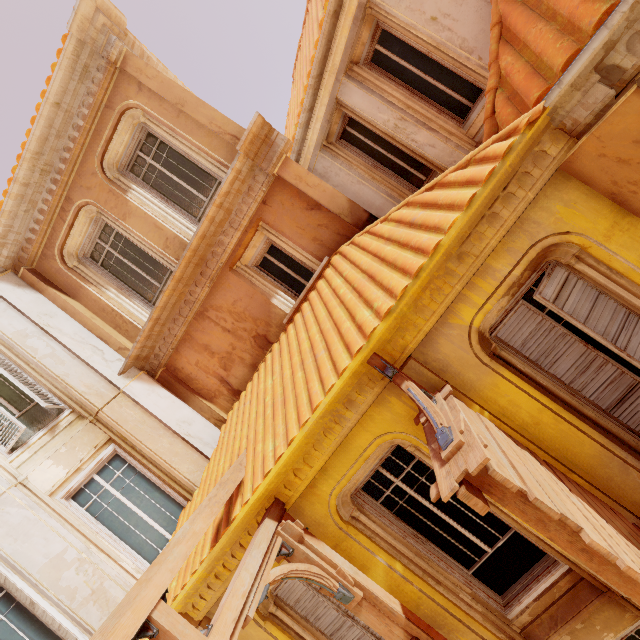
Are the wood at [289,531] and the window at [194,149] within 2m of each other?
no

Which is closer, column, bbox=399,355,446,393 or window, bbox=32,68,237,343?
column, bbox=399,355,446,393

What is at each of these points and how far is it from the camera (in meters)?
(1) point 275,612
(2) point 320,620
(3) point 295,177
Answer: (1) window, 5.02
(2) shutter, 5.05
(3) column, 5.96

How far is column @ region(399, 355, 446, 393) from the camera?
3.79m

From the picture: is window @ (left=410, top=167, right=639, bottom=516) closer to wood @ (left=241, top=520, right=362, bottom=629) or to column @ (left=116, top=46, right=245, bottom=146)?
wood @ (left=241, top=520, right=362, bottom=629)

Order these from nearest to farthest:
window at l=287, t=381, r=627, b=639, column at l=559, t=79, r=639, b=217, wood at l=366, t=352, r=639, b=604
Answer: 1. wood at l=366, t=352, r=639, b=604
2. column at l=559, t=79, r=639, b=217
3. window at l=287, t=381, r=627, b=639

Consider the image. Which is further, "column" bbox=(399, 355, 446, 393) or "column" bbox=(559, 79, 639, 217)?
"column" bbox=(399, 355, 446, 393)

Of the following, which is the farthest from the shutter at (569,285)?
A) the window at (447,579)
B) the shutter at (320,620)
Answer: the shutter at (320,620)
